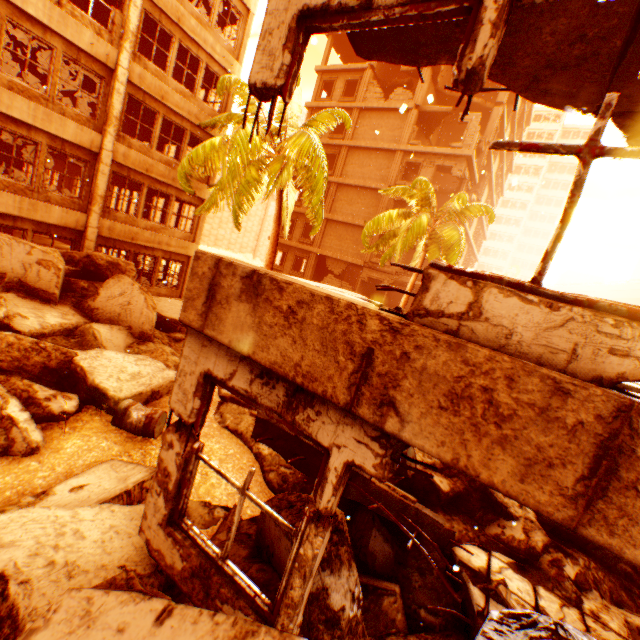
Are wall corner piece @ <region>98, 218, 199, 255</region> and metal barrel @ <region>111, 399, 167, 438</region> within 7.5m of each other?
no

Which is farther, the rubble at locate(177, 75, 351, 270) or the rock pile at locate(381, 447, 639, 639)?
the rubble at locate(177, 75, 351, 270)

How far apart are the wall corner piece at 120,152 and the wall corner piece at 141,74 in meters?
2.2 m

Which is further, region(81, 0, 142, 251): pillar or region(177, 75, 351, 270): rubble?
region(81, 0, 142, 251): pillar

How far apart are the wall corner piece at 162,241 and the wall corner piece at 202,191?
2.23m

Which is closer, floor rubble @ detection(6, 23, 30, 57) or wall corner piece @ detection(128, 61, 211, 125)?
floor rubble @ detection(6, 23, 30, 57)

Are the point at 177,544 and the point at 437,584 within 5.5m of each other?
yes

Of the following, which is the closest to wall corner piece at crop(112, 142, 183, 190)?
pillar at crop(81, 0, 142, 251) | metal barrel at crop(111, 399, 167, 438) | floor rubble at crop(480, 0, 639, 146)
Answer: pillar at crop(81, 0, 142, 251)
